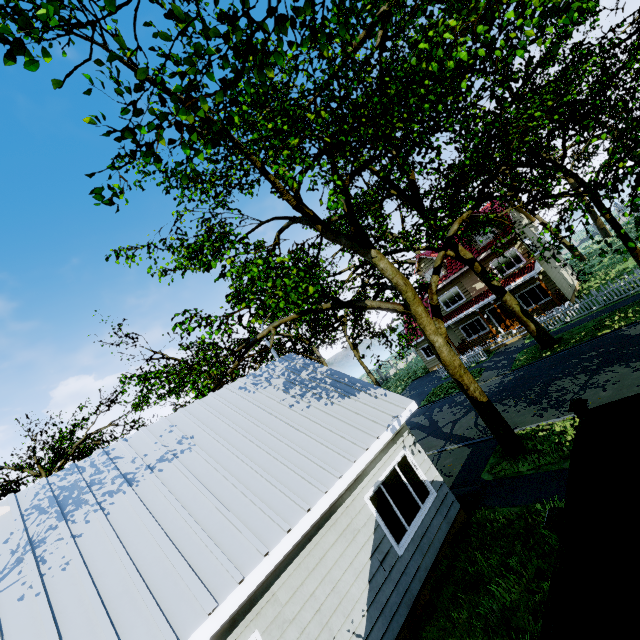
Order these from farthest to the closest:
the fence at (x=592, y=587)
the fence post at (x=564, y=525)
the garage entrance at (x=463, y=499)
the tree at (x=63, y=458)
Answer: the tree at (x=63, y=458)
the garage entrance at (x=463, y=499)
the fence post at (x=564, y=525)
the fence at (x=592, y=587)

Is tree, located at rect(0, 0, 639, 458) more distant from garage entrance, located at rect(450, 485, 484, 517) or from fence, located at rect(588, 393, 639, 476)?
garage entrance, located at rect(450, 485, 484, 517)

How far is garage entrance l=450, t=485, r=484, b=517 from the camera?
8.6m

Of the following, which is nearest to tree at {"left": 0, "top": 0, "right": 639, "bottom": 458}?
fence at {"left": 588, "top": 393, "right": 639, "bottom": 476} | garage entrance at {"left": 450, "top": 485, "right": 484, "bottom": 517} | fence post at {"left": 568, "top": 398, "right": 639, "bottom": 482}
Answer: fence at {"left": 588, "top": 393, "right": 639, "bottom": 476}

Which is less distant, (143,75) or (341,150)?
(143,75)

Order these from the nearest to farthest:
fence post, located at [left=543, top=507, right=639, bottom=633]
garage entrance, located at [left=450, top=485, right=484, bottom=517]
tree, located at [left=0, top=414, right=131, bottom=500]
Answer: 1. fence post, located at [left=543, top=507, right=639, bottom=633]
2. garage entrance, located at [left=450, top=485, right=484, bottom=517]
3. tree, located at [left=0, top=414, right=131, bottom=500]

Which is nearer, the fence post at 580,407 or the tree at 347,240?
the tree at 347,240

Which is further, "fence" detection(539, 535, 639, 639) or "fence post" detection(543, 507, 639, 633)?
"fence post" detection(543, 507, 639, 633)
